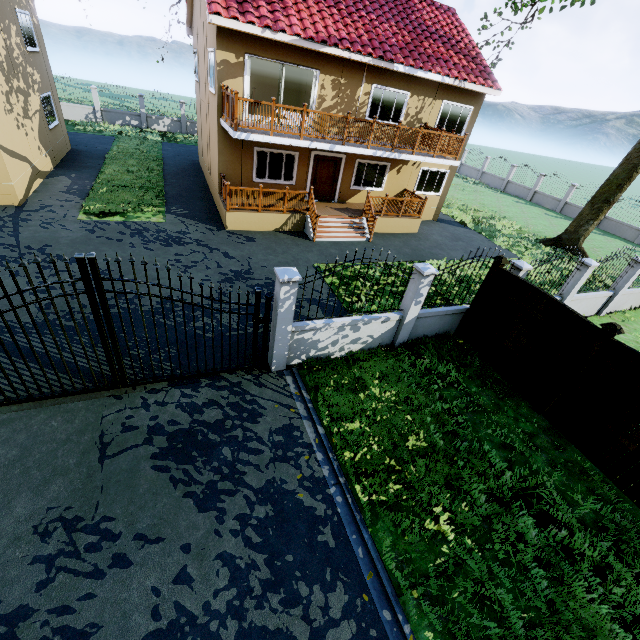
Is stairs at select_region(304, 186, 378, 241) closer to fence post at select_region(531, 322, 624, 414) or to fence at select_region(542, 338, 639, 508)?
fence at select_region(542, 338, 639, 508)

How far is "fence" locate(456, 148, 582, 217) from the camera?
26.62m

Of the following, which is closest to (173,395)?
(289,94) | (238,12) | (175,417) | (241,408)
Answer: (175,417)

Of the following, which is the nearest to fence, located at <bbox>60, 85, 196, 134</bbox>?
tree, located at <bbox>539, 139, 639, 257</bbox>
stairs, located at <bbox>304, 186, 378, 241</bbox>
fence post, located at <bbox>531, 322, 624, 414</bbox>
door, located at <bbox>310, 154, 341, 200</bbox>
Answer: fence post, located at <bbox>531, 322, 624, 414</bbox>

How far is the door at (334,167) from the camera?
15.2m

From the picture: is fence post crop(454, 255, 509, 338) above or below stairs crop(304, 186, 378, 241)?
above

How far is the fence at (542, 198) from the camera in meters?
26.6 m

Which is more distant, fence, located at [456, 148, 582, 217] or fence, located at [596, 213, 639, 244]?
fence, located at [456, 148, 582, 217]
